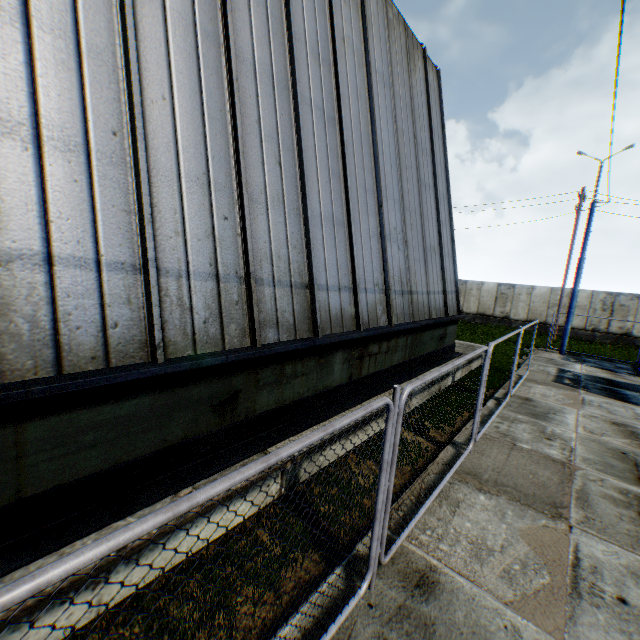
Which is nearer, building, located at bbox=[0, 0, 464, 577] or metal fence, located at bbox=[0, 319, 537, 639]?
metal fence, located at bbox=[0, 319, 537, 639]

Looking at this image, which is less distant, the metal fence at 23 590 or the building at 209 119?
the metal fence at 23 590

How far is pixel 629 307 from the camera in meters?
21.8
